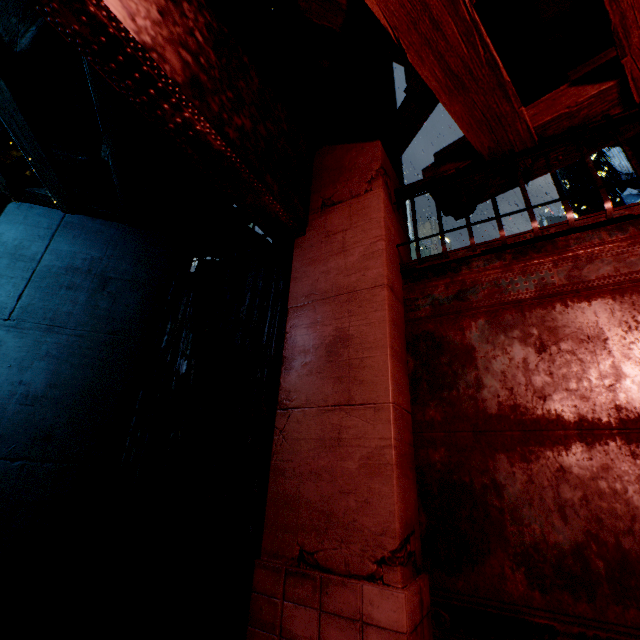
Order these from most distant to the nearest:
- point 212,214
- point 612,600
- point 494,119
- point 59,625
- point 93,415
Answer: point 212,214
point 93,415
point 59,625
point 494,119
point 612,600
